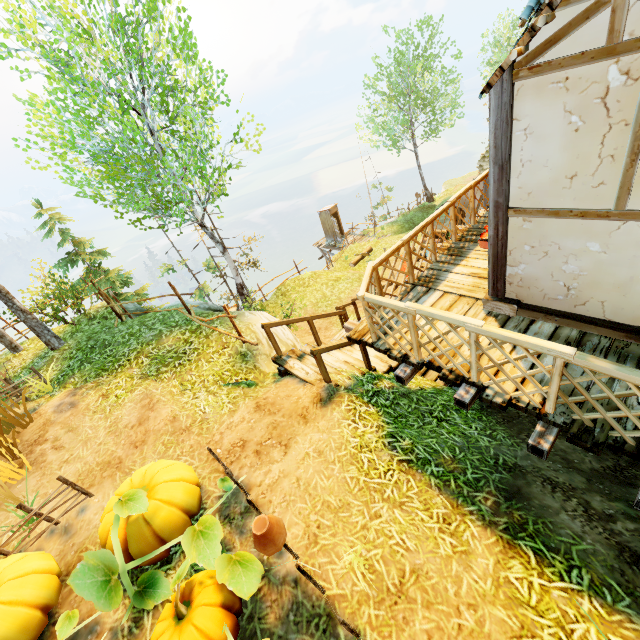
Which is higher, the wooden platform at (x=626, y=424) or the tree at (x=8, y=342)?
the tree at (x=8, y=342)

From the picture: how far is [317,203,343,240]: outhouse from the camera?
25.6 meters

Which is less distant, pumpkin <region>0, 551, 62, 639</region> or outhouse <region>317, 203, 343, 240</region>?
pumpkin <region>0, 551, 62, 639</region>

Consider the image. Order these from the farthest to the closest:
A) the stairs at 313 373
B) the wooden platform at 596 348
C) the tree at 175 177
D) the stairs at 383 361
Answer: the tree at 175 177 → the stairs at 383 361 → the stairs at 313 373 → the wooden platform at 596 348

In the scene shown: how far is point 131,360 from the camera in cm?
784

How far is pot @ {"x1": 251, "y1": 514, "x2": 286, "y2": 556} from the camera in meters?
3.1 m

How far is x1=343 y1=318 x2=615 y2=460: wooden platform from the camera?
3.4m

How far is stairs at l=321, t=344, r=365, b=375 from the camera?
6.52m
